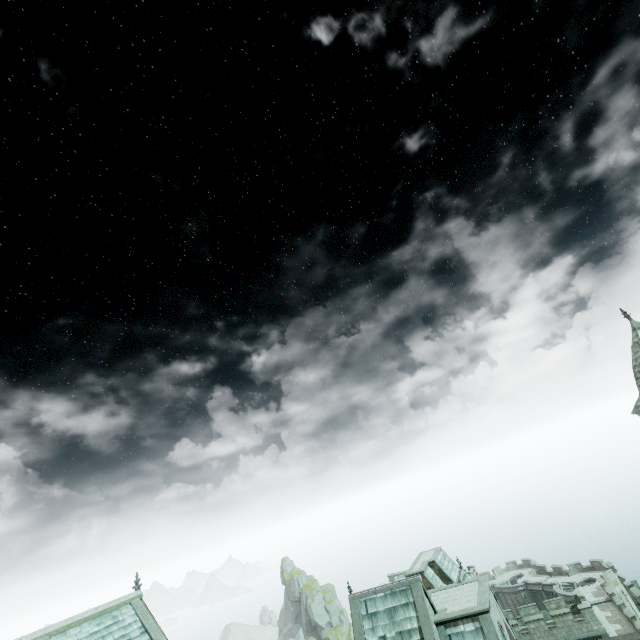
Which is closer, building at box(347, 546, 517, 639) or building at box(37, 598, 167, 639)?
building at box(37, 598, 167, 639)

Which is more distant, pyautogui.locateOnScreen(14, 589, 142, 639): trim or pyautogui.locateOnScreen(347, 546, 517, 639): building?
pyautogui.locateOnScreen(347, 546, 517, 639): building

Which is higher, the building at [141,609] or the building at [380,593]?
the building at [141,609]

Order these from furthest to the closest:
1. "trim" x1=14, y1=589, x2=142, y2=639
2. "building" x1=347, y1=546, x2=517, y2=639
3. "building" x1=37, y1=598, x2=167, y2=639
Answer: "building" x1=347, y1=546, x2=517, y2=639 < "building" x1=37, y1=598, x2=167, y2=639 < "trim" x1=14, y1=589, x2=142, y2=639

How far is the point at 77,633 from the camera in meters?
19.5

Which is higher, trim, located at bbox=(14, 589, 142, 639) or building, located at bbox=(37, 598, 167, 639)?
trim, located at bbox=(14, 589, 142, 639)

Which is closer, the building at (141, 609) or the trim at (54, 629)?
the trim at (54, 629)
